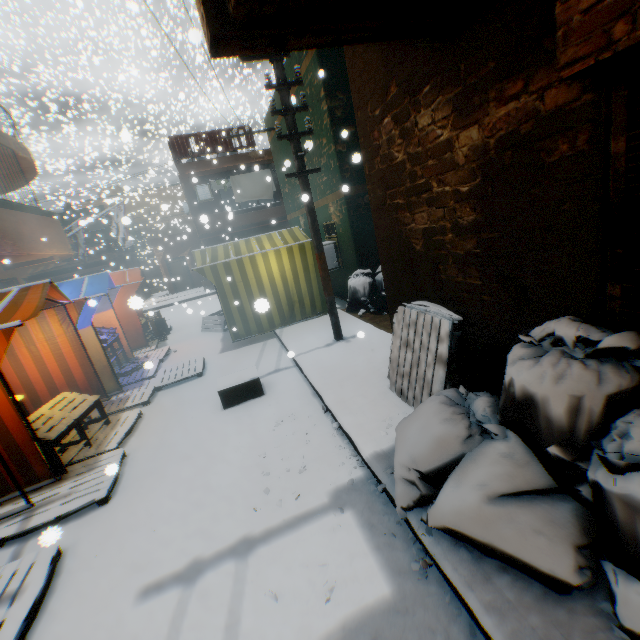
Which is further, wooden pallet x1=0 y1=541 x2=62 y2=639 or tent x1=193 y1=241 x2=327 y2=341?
tent x1=193 y1=241 x2=327 y2=341

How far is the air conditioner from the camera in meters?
17.6

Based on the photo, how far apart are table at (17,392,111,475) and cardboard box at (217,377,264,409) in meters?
1.3

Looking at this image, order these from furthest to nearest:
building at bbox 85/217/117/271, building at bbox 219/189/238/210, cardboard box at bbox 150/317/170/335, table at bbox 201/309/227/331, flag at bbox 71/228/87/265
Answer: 1. building at bbox 219/189/238/210
2. building at bbox 85/217/117/271
3. flag at bbox 71/228/87/265
4. cardboard box at bbox 150/317/170/335
5. table at bbox 201/309/227/331

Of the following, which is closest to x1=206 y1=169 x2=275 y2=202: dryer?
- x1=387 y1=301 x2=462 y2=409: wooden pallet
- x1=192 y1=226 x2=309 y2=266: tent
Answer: x1=192 y1=226 x2=309 y2=266: tent

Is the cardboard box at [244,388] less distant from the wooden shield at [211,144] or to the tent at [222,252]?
the tent at [222,252]

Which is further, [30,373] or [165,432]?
[30,373]

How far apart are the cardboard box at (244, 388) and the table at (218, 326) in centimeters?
398cm
